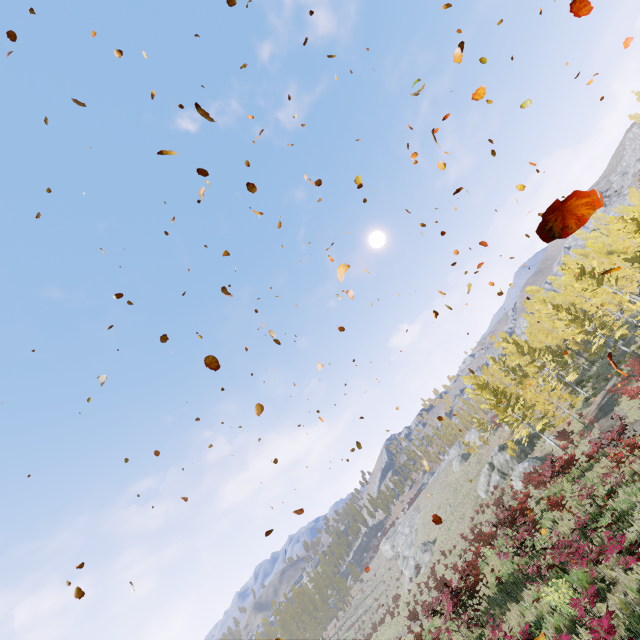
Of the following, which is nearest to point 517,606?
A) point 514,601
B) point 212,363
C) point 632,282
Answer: point 514,601

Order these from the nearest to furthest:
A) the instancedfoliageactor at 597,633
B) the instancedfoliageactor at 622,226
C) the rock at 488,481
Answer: the instancedfoliageactor at 597,633 → the instancedfoliageactor at 622,226 → the rock at 488,481

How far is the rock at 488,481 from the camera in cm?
3369

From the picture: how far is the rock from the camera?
33.69m

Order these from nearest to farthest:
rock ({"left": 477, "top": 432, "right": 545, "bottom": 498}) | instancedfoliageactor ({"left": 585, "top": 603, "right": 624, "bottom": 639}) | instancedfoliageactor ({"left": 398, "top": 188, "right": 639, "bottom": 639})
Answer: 1. instancedfoliageactor ({"left": 585, "top": 603, "right": 624, "bottom": 639})
2. instancedfoliageactor ({"left": 398, "top": 188, "right": 639, "bottom": 639})
3. rock ({"left": 477, "top": 432, "right": 545, "bottom": 498})

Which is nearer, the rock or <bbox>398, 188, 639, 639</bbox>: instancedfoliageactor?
<bbox>398, 188, 639, 639</bbox>: instancedfoliageactor

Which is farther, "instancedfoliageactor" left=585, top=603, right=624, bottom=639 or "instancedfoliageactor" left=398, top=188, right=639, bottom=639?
"instancedfoliageactor" left=398, top=188, right=639, bottom=639
